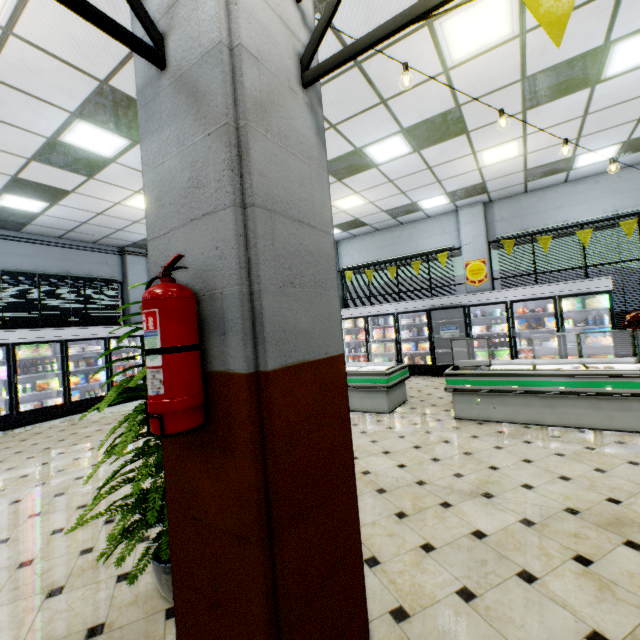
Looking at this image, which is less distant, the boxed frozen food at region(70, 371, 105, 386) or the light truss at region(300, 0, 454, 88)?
the light truss at region(300, 0, 454, 88)

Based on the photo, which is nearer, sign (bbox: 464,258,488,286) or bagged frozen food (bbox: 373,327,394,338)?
sign (bbox: 464,258,488,286)

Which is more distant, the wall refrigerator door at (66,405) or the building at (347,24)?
the wall refrigerator door at (66,405)

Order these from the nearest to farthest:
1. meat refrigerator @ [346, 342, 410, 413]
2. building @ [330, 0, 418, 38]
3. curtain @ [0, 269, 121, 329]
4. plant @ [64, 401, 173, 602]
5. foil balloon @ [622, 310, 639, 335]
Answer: plant @ [64, 401, 173, 602] → building @ [330, 0, 418, 38] → meat refrigerator @ [346, 342, 410, 413] → foil balloon @ [622, 310, 639, 335] → curtain @ [0, 269, 121, 329]

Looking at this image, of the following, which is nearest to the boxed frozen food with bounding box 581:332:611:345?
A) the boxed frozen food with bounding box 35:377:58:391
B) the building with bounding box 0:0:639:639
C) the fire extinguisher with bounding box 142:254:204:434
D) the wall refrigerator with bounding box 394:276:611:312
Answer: the wall refrigerator with bounding box 394:276:611:312

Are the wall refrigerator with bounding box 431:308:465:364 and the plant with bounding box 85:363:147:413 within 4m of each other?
no

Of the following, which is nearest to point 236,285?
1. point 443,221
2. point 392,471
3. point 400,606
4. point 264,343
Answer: point 264,343

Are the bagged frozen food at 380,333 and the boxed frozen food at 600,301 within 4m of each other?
no
